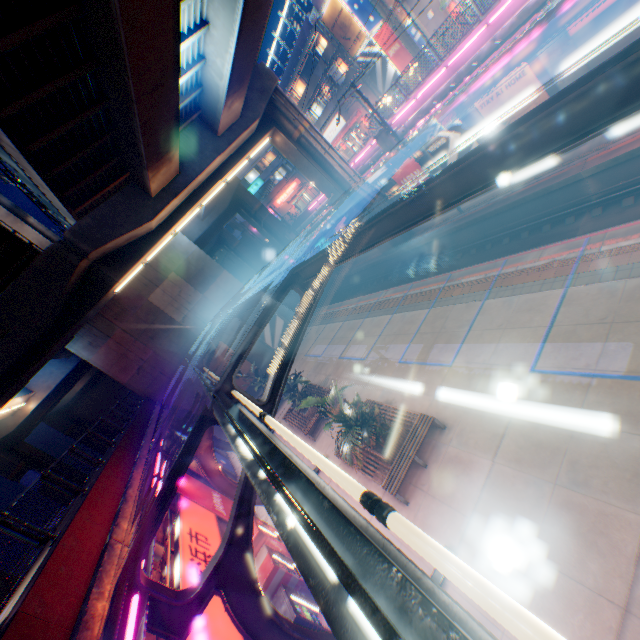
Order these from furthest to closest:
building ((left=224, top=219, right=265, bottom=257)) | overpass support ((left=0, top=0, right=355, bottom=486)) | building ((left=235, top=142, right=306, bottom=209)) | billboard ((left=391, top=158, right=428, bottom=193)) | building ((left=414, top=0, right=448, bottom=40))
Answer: building ((left=235, top=142, right=306, bottom=209)), building ((left=224, top=219, right=265, bottom=257)), building ((left=414, top=0, right=448, bottom=40)), billboard ((left=391, top=158, right=428, bottom=193)), overpass support ((left=0, top=0, right=355, bottom=486))

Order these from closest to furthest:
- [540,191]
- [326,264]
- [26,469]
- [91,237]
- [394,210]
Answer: [394,210], [326,264], [540,191], [91,237], [26,469]

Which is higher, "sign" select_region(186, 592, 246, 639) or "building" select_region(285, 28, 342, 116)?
"building" select_region(285, 28, 342, 116)

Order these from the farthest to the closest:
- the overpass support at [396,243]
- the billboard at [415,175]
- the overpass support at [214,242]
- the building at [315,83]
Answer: the building at [315,83] < the overpass support at [214,242] < the overpass support at [396,243] < the billboard at [415,175]

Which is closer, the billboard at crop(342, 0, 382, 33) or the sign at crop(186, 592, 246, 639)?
the sign at crop(186, 592, 246, 639)

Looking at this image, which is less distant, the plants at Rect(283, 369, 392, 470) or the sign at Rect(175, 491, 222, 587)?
the sign at Rect(175, 491, 222, 587)

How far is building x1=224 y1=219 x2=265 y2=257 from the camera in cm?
5181

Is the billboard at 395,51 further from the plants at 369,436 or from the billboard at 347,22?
the plants at 369,436
